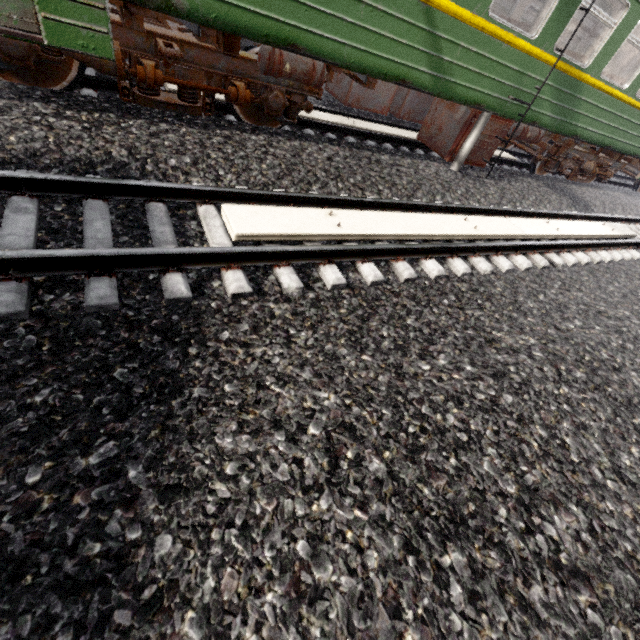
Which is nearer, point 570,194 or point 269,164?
point 269,164

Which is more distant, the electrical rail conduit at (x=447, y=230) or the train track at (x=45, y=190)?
the electrical rail conduit at (x=447, y=230)

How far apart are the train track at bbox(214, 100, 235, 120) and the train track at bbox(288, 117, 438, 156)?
0.8 meters

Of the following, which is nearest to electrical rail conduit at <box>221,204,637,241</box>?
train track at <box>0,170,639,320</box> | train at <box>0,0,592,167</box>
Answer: train track at <box>0,170,639,320</box>

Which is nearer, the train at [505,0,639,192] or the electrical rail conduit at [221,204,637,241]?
the electrical rail conduit at [221,204,637,241]

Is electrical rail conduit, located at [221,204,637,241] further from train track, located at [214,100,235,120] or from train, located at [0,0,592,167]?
train track, located at [214,100,235,120]

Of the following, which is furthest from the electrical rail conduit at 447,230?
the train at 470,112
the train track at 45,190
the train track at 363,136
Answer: the train track at 363,136
